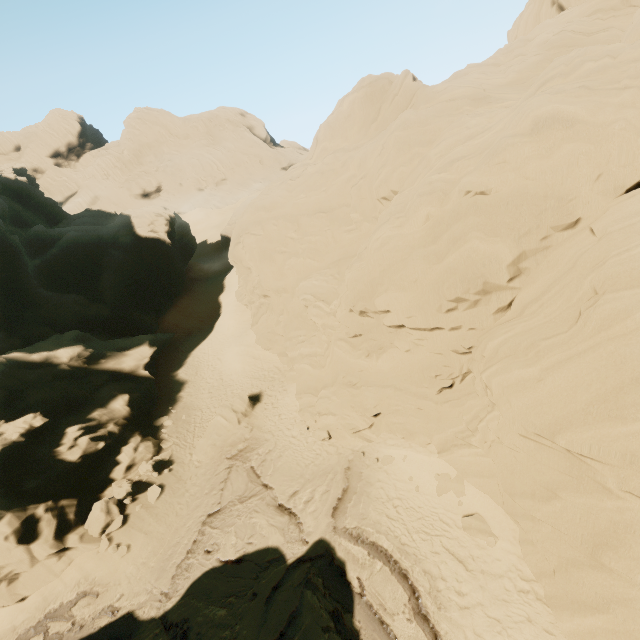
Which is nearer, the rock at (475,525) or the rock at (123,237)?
the rock at (475,525)

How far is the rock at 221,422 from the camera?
19.6m

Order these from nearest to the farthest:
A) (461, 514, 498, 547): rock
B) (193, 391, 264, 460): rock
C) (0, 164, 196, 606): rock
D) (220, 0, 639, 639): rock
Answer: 1. (220, 0, 639, 639): rock
2. (461, 514, 498, 547): rock
3. (0, 164, 196, 606): rock
4. (193, 391, 264, 460): rock

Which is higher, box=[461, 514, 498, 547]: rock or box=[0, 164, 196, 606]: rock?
box=[0, 164, 196, 606]: rock

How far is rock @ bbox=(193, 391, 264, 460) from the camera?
19.6 meters

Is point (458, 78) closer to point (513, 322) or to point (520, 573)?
point (513, 322)

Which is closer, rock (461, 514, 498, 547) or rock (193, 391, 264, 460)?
rock (461, 514, 498, 547)
